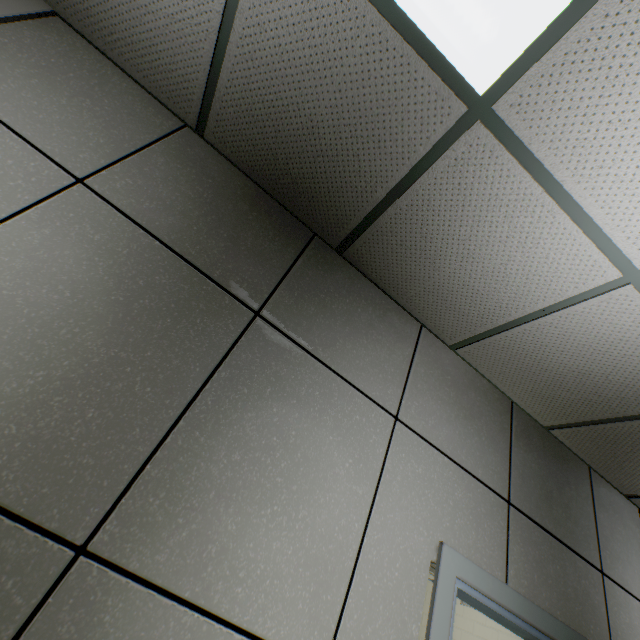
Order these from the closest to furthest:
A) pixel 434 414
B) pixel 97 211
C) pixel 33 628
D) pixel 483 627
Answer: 1. pixel 33 628
2. pixel 97 211
3. pixel 434 414
4. pixel 483 627
